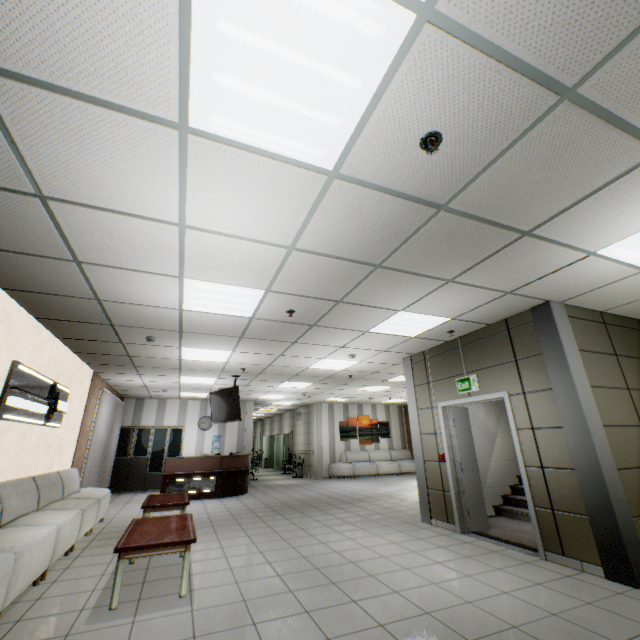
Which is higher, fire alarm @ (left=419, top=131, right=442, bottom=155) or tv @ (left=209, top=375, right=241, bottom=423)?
fire alarm @ (left=419, top=131, right=442, bottom=155)

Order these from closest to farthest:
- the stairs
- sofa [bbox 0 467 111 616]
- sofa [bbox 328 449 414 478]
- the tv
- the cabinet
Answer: sofa [bbox 0 467 111 616], the stairs, the tv, the cabinet, sofa [bbox 328 449 414 478]

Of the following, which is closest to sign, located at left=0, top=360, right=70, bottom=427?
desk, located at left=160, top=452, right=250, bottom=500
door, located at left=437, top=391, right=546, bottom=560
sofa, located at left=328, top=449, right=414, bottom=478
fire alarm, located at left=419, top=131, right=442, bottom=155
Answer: desk, located at left=160, top=452, right=250, bottom=500

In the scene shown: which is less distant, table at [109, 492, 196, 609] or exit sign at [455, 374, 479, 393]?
table at [109, 492, 196, 609]

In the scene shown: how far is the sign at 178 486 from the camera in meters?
9.2

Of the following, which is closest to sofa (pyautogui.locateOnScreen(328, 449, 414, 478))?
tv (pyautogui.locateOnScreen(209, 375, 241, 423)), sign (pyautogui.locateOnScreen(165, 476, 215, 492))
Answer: sign (pyautogui.locateOnScreen(165, 476, 215, 492))

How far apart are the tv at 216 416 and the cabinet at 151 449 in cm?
435

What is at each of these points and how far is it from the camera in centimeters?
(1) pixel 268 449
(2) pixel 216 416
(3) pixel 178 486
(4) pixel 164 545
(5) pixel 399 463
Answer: (1) door, 2192cm
(2) tv, 869cm
(3) sign, 928cm
(4) table, 343cm
(5) sofa, 1491cm
